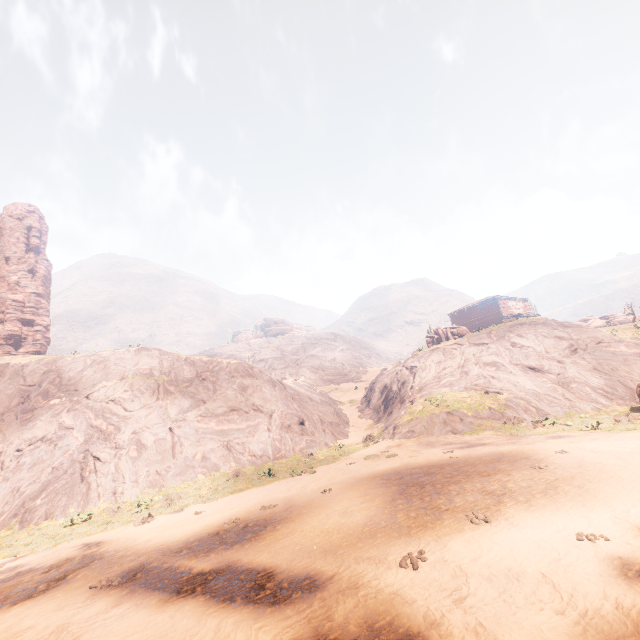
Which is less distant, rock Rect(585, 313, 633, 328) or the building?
the building

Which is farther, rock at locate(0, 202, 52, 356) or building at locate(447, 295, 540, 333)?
building at locate(447, 295, 540, 333)

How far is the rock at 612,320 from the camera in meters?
55.6 m

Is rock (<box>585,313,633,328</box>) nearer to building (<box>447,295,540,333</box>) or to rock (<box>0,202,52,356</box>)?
building (<box>447,295,540,333</box>)

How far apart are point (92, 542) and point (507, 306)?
51.33m

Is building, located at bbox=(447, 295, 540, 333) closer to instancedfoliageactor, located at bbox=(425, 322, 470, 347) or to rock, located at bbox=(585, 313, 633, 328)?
instancedfoliageactor, located at bbox=(425, 322, 470, 347)

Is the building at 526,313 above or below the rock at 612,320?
above

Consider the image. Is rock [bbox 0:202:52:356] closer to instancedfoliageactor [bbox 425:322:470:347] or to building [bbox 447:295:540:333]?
instancedfoliageactor [bbox 425:322:470:347]
